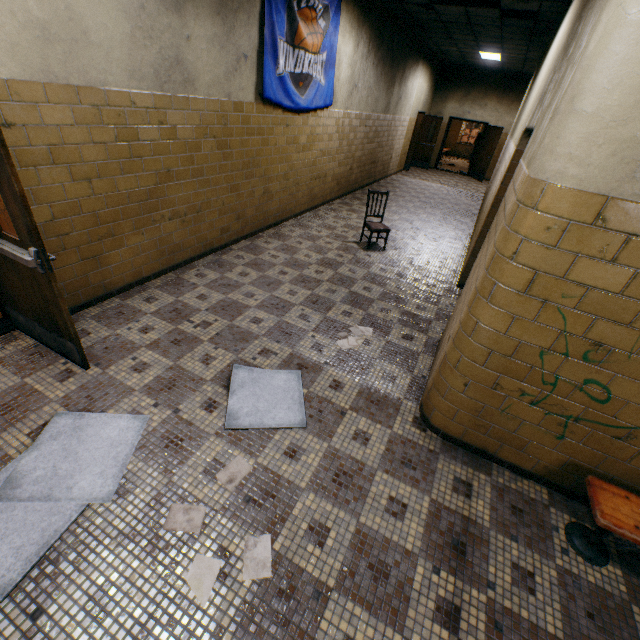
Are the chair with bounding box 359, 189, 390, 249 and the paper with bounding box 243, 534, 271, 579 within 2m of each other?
no

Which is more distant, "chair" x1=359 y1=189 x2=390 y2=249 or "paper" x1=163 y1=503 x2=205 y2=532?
"chair" x1=359 y1=189 x2=390 y2=249

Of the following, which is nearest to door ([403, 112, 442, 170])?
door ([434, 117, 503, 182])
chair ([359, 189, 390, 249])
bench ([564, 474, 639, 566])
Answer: door ([434, 117, 503, 182])

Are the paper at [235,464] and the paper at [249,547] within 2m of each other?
yes

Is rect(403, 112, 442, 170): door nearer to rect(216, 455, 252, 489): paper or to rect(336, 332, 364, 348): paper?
rect(336, 332, 364, 348): paper

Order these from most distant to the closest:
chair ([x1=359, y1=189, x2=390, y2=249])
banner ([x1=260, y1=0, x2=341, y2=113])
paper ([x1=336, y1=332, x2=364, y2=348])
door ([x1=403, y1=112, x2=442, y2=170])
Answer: door ([x1=403, y1=112, x2=442, y2=170])
chair ([x1=359, y1=189, x2=390, y2=249])
banner ([x1=260, y1=0, x2=341, y2=113])
paper ([x1=336, y1=332, x2=364, y2=348])

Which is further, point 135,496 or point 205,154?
point 205,154

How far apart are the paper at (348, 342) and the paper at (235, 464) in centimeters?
159cm
